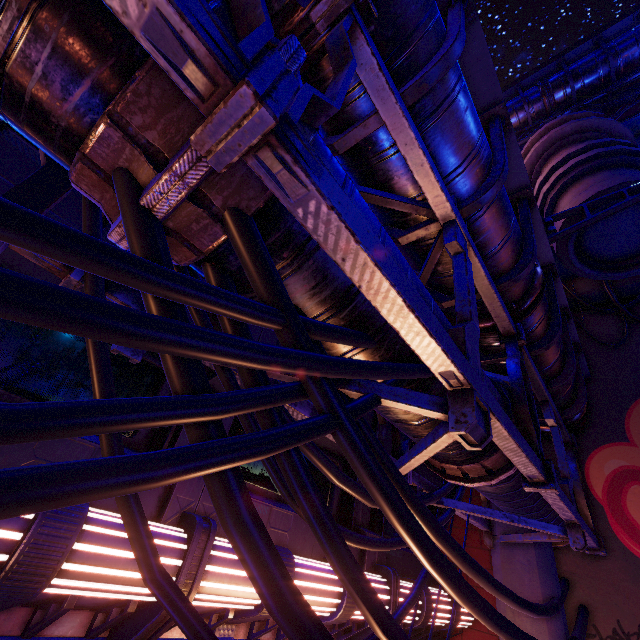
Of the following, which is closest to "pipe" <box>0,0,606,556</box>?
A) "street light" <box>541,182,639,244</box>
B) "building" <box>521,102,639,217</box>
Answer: "street light" <box>541,182,639,244</box>

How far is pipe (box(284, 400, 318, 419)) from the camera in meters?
3.6

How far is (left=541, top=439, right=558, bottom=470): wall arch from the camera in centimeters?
869cm

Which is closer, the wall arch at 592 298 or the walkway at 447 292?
the walkway at 447 292

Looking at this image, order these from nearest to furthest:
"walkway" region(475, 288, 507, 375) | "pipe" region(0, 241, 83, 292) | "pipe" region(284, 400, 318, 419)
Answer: "pipe" region(0, 241, 83, 292)
"pipe" region(284, 400, 318, 419)
"walkway" region(475, 288, 507, 375)

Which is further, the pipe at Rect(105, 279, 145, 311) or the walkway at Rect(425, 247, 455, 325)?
the walkway at Rect(425, 247, 455, 325)

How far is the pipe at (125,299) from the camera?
2.4m

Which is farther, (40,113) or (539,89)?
(539,89)
